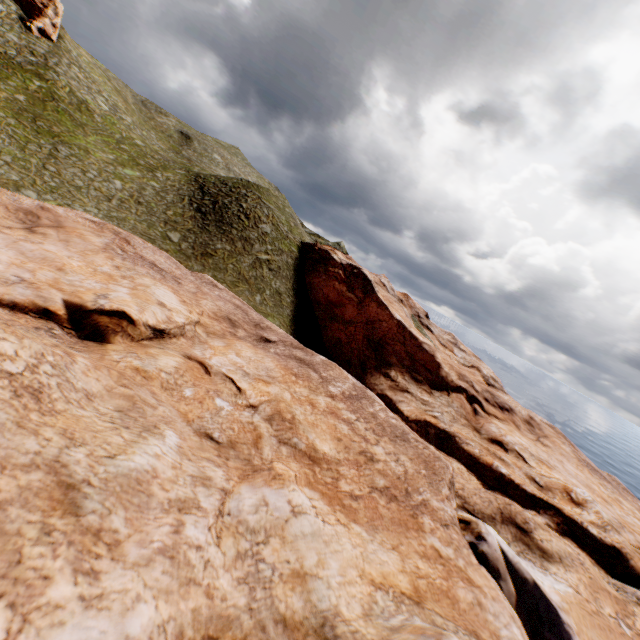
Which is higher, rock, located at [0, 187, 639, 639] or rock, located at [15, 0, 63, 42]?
rock, located at [15, 0, 63, 42]

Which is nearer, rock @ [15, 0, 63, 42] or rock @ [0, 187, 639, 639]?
rock @ [0, 187, 639, 639]

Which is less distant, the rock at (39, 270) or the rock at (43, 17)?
the rock at (39, 270)

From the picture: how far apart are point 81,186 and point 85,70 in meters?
33.4 m

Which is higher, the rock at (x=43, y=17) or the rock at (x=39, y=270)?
Answer: the rock at (x=43, y=17)
